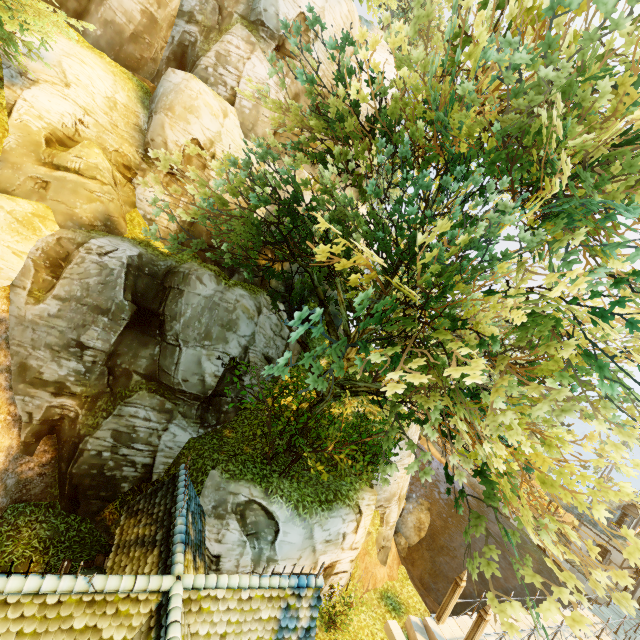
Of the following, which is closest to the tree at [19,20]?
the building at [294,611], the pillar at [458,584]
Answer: the building at [294,611]

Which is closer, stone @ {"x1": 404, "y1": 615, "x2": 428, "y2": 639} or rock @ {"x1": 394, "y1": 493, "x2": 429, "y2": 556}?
stone @ {"x1": 404, "y1": 615, "x2": 428, "y2": 639}

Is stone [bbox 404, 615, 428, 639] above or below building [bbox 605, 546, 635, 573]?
below

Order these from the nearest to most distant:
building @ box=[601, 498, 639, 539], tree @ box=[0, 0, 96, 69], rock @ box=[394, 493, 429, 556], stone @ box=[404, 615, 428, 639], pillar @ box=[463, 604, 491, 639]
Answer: tree @ box=[0, 0, 96, 69], pillar @ box=[463, 604, 491, 639], stone @ box=[404, 615, 428, 639], building @ box=[601, 498, 639, 539], rock @ box=[394, 493, 429, 556]

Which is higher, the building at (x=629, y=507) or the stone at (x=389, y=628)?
the building at (x=629, y=507)

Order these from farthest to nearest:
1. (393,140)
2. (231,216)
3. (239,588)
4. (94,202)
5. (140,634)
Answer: (94,202) → (393,140) → (231,216) → (239,588) → (140,634)

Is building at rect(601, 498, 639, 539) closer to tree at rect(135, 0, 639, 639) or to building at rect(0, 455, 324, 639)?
tree at rect(135, 0, 639, 639)

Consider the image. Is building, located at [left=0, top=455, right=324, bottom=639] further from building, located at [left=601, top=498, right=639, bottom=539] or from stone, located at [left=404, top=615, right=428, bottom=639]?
building, located at [left=601, top=498, right=639, bottom=539]
